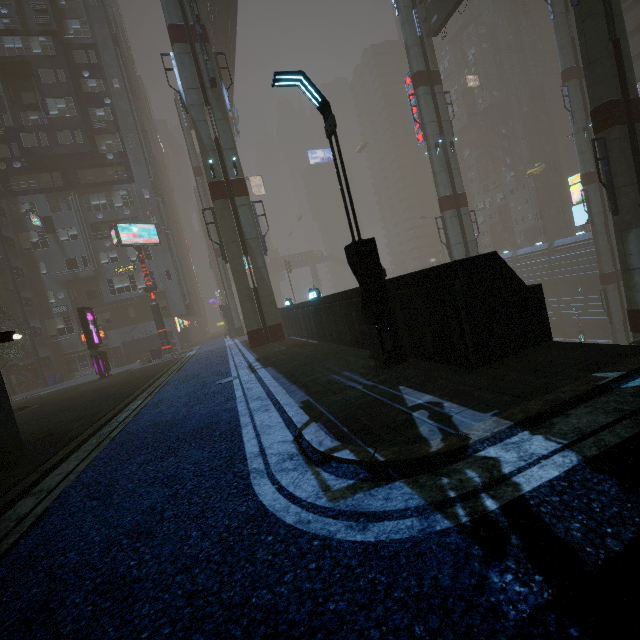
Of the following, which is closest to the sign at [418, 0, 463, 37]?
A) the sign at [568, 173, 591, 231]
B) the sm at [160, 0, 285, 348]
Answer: the sm at [160, 0, 285, 348]

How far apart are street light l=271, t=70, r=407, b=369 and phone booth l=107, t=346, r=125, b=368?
33.4m

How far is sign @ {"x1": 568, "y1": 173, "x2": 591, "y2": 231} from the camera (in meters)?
29.49

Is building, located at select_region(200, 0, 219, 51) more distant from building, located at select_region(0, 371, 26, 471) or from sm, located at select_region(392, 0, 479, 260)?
building, located at select_region(0, 371, 26, 471)

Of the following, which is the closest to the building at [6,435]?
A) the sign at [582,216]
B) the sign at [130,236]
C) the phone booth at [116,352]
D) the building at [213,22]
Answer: the sign at [582,216]

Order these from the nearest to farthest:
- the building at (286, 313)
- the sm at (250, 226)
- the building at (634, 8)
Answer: the building at (286, 313), the sm at (250, 226), the building at (634, 8)

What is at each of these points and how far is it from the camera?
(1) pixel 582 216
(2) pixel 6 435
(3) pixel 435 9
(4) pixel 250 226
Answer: (1) sign, 29.83m
(2) building, 7.00m
(3) sign, 21.75m
(4) sm, 19.38m

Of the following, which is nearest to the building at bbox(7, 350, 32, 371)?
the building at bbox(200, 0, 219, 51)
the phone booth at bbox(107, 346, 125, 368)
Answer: the phone booth at bbox(107, 346, 125, 368)
